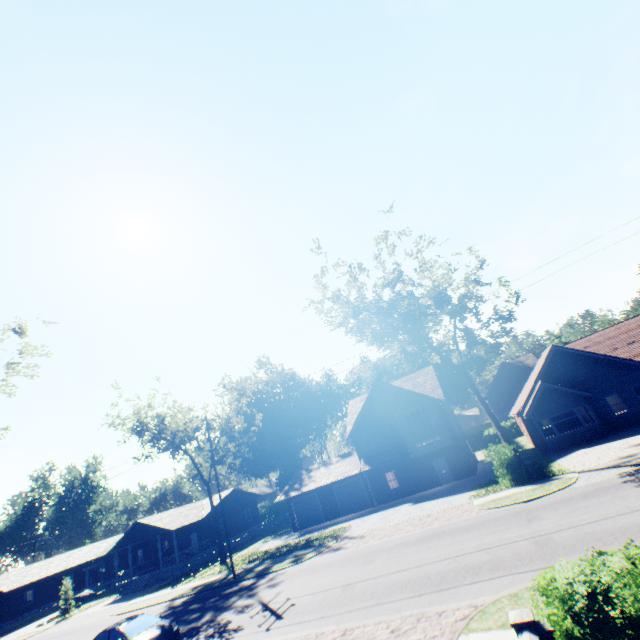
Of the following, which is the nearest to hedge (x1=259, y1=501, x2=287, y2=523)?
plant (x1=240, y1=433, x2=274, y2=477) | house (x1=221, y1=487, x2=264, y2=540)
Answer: plant (x1=240, y1=433, x2=274, y2=477)

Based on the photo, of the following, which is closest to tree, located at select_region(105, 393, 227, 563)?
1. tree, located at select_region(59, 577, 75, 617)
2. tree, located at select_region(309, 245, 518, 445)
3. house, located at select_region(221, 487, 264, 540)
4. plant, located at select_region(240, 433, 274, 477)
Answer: house, located at select_region(221, 487, 264, 540)

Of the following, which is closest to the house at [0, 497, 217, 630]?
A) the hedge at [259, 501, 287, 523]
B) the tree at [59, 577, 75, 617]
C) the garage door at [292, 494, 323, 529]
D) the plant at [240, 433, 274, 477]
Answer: the tree at [59, 577, 75, 617]

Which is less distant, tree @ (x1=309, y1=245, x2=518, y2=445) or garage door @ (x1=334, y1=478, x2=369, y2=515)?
tree @ (x1=309, y1=245, x2=518, y2=445)

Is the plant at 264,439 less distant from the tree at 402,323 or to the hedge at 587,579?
the tree at 402,323

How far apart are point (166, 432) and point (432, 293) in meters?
31.5

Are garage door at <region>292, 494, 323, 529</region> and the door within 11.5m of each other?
no

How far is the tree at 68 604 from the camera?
34.91m
